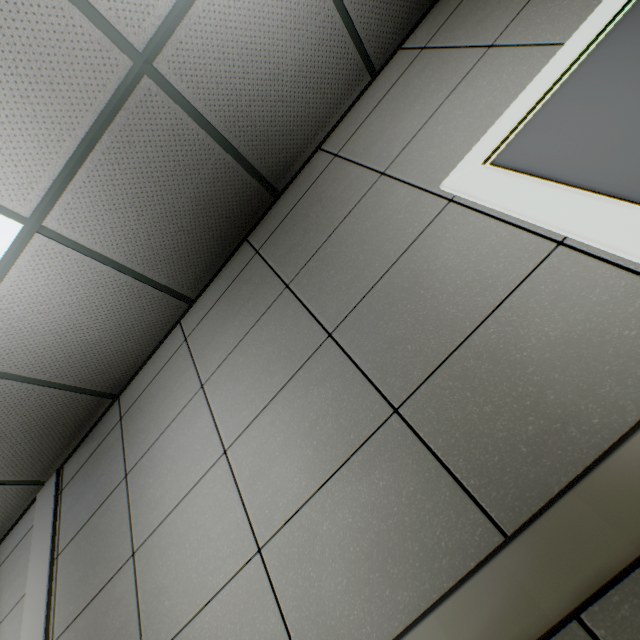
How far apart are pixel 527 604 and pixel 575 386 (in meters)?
0.57
